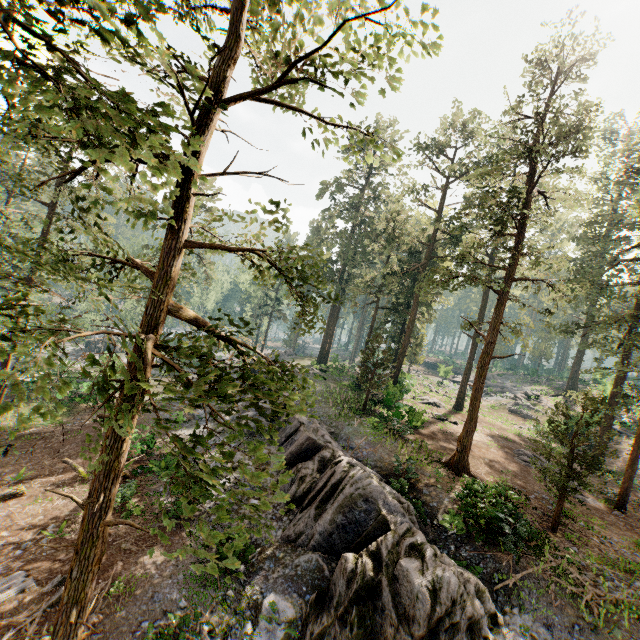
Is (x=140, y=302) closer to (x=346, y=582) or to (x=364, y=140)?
(x=346, y=582)

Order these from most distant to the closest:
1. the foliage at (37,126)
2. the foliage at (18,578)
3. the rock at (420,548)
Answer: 1. the foliage at (18,578)
2. the rock at (420,548)
3. the foliage at (37,126)

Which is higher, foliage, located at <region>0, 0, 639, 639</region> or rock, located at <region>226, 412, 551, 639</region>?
foliage, located at <region>0, 0, 639, 639</region>

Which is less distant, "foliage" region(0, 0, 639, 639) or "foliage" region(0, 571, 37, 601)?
"foliage" region(0, 0, 639, 639)

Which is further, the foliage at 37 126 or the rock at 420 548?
the rock at 420 548

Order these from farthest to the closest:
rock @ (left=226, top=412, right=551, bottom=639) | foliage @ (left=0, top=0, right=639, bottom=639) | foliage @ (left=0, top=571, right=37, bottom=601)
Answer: foliage @ (left=0, top=571, right=37, bottom=601) < rock @ (left=226, top=412, right=551, bottom=639) < foliage @ (left=0, top=0, right=639, bottom=639)

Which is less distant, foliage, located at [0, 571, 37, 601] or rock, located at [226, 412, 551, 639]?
rock, located at [226, 412, 551, 639]
